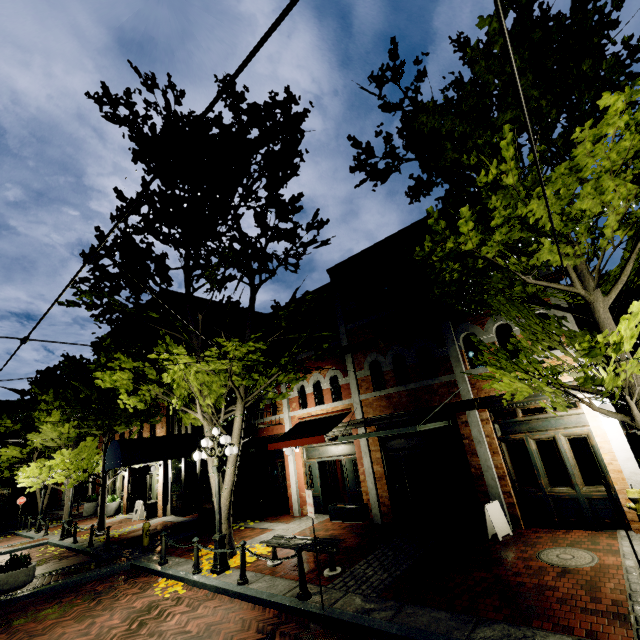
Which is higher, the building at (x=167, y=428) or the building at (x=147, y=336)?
the building at (x=147, y=336)

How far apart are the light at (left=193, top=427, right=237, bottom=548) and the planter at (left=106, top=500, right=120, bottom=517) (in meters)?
16.84

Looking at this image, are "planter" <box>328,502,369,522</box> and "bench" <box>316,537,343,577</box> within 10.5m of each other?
yes

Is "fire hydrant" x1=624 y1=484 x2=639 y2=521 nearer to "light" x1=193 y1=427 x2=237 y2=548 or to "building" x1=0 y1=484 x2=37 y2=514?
"light" x1=193 y1=427 x2=237 y2=548

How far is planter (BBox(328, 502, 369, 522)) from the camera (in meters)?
11.13

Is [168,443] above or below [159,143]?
below

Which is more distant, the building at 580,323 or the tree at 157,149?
the tree at 157,149
